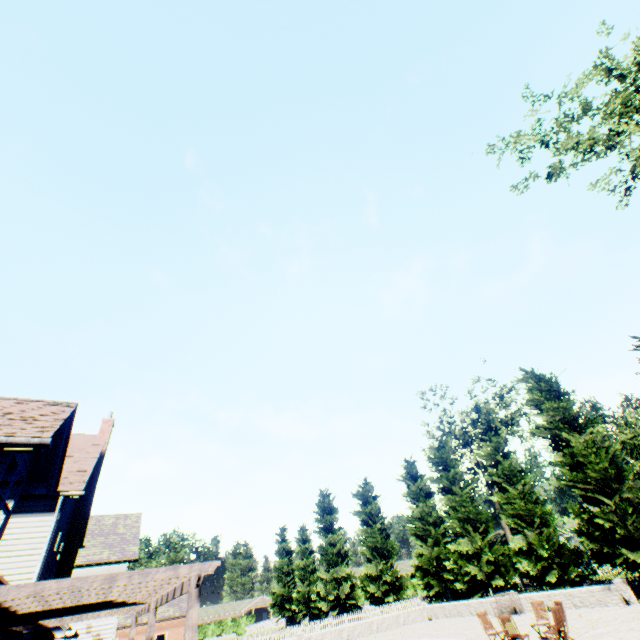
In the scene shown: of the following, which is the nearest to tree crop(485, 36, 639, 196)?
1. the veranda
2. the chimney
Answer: the veranda

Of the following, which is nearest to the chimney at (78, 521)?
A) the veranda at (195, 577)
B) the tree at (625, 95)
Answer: the veranda at (195, 577)

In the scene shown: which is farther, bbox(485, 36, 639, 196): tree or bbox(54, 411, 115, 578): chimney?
bbox(54, 411, 115, 578): chimney

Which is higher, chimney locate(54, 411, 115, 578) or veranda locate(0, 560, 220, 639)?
chimney locate(54, 411, 115, 578)

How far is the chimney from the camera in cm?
1434

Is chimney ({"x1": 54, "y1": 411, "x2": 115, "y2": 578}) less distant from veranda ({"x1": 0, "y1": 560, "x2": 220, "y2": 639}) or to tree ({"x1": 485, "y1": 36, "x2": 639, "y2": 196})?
veranda ({"x1": 0, "y1": 560, "x2": 220, "y2": 639})

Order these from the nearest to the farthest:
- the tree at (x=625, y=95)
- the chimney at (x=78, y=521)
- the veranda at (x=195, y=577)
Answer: the veranda at (x=195, y=577) < the tree at (x=625, y=95) < the chimney at (x=78, y=521)

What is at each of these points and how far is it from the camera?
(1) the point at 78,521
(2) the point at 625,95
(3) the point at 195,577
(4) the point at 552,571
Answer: (1) chimney, 15.43m
(2) tree, 12.12m
(3) veranda, 5.03m
(4) tree, 20.42m
